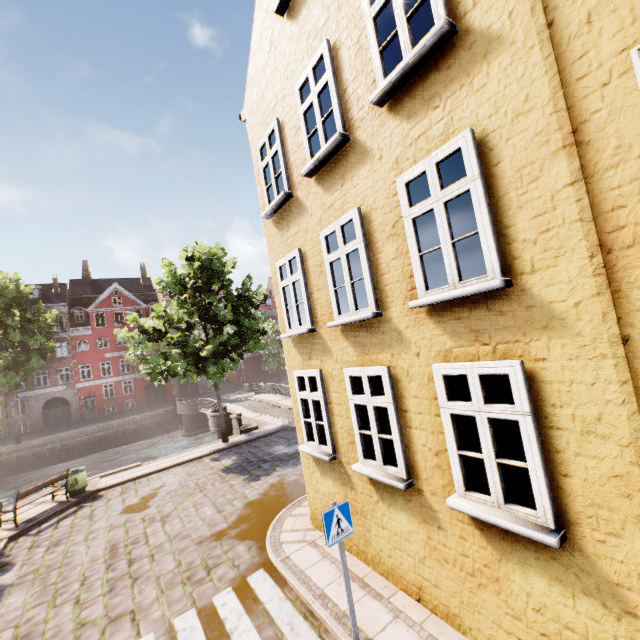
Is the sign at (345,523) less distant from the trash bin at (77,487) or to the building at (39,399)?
the trash bin at (77,487)

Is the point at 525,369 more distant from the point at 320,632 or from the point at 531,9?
the point at 320,632

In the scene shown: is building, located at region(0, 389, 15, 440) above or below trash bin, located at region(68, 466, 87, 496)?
above

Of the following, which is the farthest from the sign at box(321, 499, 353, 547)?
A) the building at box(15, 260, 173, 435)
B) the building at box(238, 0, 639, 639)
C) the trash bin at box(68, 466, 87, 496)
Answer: the building at box(15, 260, 173, 435)

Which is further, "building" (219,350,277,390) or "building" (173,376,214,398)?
"building" (219,350,277,390)

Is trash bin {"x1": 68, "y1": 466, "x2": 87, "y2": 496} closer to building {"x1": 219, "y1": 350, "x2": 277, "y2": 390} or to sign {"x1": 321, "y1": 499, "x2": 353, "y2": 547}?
sign {"x1": 321, "y1": 499, "x2": 353, "y2": 547}

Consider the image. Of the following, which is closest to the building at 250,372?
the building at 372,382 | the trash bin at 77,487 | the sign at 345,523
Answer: the trash bin at 77,487
